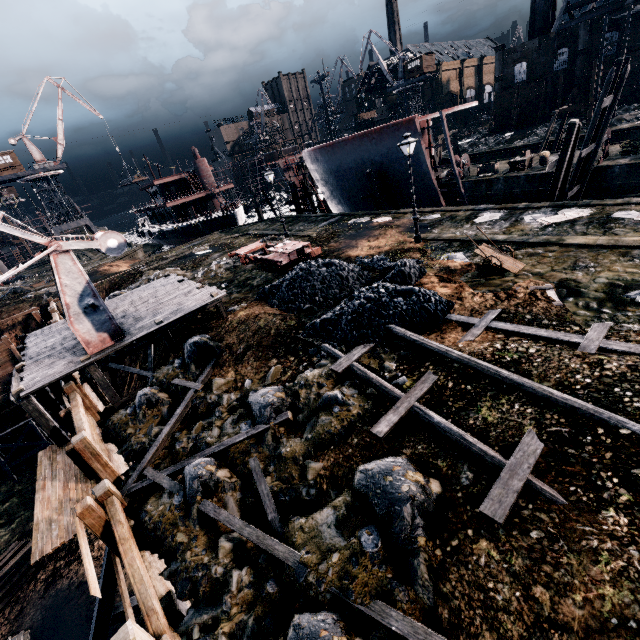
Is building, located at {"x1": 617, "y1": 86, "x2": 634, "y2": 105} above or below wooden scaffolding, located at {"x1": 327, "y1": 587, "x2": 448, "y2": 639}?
above

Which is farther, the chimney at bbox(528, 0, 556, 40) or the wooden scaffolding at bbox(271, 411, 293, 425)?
the chimney at bbox(528, 0, 556, 40)

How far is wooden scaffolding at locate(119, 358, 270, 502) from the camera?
9.8 meters

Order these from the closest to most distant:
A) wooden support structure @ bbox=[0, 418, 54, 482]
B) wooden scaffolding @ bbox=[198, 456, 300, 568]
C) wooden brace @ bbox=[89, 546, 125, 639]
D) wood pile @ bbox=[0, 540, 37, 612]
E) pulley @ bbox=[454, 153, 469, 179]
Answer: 1. wooden scaffolding @ bbox=[198, 456, 300, 568]
2. wooden brace @ bbox=[89, 546, 125, 639]
3. wood pile @ bbox=[0, 540, 37, 612]
4. wooden support structure @ bbox=[0, 418, 54, 482]
5. pulley @ bbox=[454, 153, 469, 179]

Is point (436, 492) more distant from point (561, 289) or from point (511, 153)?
point (511, 153)

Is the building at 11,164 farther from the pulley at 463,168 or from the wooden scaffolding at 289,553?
the wooden scaffolding at 289,553

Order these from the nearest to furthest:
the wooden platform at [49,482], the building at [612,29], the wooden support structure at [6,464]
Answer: the wooden platform at [49,482], the wooden support structure at [6,464], the building at [612,29]

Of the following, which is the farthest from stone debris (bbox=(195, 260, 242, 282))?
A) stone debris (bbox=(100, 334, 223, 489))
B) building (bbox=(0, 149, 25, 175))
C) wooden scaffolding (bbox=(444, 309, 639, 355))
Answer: building (bbox=(0, 149, 25, 175))
